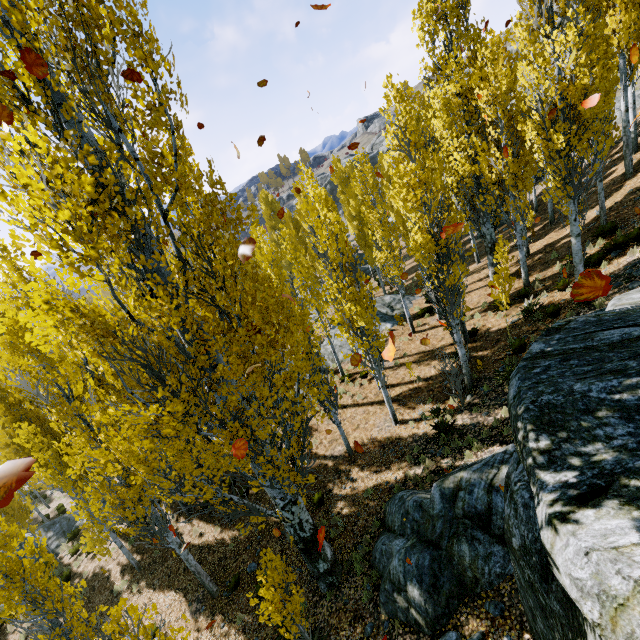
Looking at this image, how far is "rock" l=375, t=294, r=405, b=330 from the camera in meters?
20.2

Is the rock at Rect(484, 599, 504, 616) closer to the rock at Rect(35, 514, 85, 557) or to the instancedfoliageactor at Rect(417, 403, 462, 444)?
the instancedfoliageactor at Rect(417, 403, 462, 444)

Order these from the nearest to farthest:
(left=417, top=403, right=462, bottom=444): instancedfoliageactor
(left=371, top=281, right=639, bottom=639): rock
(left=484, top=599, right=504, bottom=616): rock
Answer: (left=371, top=281, right=639, bottom=639): rock < (left=484, top=599, right=504, bottom=616): rock < (left=417, top=403, right=462, bottom=444): instancedfoliageactor

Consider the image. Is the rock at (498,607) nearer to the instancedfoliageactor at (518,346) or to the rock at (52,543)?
the instancedfoliageactor at (518,346)

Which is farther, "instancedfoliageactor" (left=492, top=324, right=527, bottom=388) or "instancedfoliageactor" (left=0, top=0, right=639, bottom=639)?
"instancedfoliageactor" (left=492, top=324, right=527, bottom=388)

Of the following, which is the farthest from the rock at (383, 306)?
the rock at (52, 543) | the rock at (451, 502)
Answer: the rock at (451, 502)

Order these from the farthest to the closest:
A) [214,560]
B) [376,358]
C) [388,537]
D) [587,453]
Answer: [214,560]
[376,358]
[388,537]
[587,453]

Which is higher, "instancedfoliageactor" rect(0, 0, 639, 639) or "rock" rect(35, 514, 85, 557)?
"instancedfoliageactor" rect(0, 0, 639, 639)
